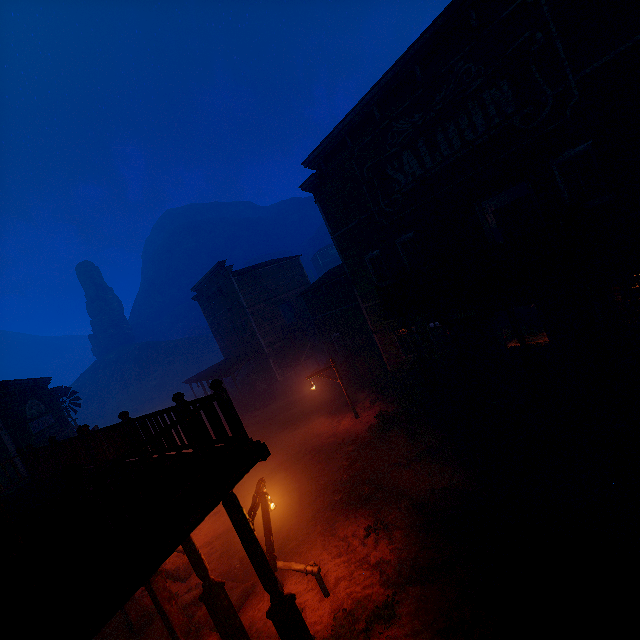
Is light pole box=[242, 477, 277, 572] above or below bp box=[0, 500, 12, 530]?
below

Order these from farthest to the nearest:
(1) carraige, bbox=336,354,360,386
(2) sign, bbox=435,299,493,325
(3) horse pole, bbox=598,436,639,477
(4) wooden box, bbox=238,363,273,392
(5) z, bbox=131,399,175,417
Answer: (5) z, bbox=131,399,175,417, (4) wooden box, bbox=238,363,273,392, (1) carraige, bbox=336,354,360,386, (2) sign, bbox=435,299,493,325, (3) horse pole, bbox=598,436,639,477

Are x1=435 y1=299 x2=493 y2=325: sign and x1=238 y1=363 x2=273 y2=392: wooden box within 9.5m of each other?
no

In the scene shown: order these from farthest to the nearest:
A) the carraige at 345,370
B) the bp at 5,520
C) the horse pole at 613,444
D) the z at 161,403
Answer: the z at 161,403 → the carraige at 345,370 → the horse pole at 613,444 → the bp at 5,520

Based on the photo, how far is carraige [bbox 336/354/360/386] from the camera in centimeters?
2172cm

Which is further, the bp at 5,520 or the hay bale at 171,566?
the hay bale at 171,566

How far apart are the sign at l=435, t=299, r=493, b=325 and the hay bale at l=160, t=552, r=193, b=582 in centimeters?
1105cm

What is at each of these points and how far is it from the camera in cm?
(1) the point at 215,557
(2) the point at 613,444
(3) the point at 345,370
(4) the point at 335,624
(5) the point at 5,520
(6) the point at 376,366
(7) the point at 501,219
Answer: (1) z, 1057
(2) horse pole, 712
(3) carraige, 2189
(4) z, 680
(5) bp, 455
(6) wooden box, 1941
(7) wooden box, 1324
